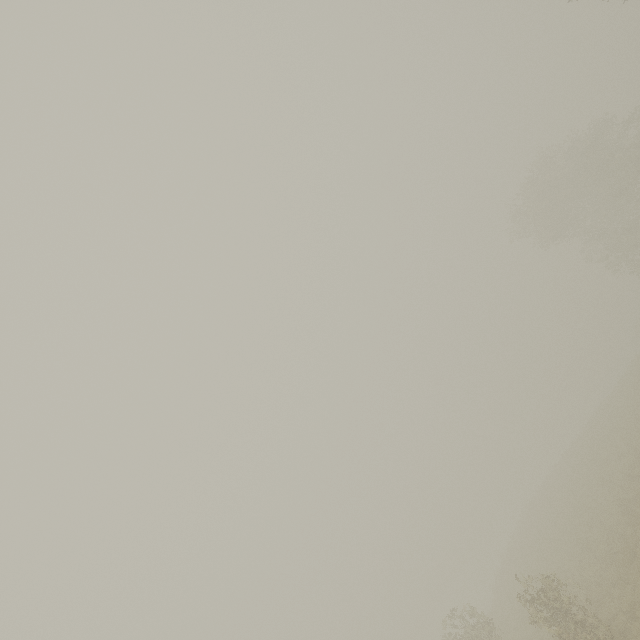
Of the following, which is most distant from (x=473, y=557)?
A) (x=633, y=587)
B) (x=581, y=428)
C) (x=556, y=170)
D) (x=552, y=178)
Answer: (x=556, y=170)
